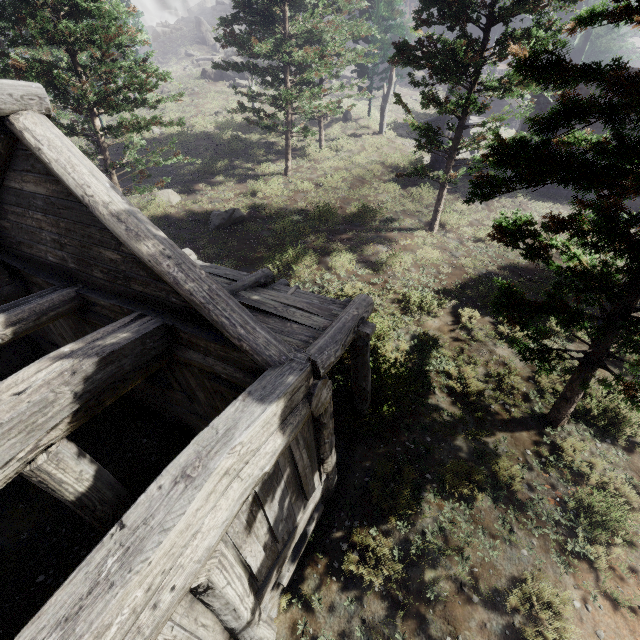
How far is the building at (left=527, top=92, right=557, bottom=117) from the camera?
17.6 meters

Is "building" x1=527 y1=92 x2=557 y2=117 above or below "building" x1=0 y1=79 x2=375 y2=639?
above

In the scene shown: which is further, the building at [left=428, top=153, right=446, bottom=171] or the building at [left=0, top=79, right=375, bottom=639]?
the building at [left=428, top=153, right=446, bottom=171]

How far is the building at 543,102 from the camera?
17.6 meters

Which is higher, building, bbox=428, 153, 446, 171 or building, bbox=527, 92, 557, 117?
building, bbox=527, 92, 557, 117

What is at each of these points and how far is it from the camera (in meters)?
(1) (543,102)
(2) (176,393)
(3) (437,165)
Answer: (1) building, 17.73
(2) building, 6.43
(3) building, 21.06

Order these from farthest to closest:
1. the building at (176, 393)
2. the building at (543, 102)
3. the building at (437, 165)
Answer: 1. the building at (437, 165)
2. the building at (543, 102)
3. the building at (176, 393)
